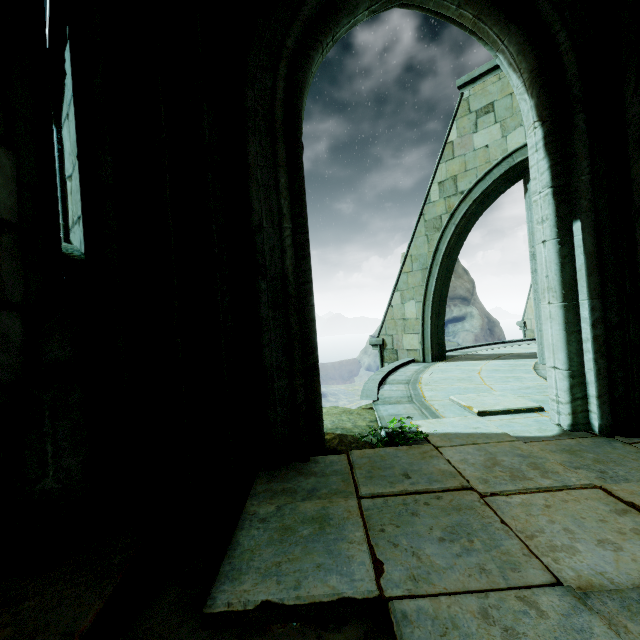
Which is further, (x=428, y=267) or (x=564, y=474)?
(x=428, y=267)

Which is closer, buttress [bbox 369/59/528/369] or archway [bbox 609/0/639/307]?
archway [bbox 609/0/639/307]

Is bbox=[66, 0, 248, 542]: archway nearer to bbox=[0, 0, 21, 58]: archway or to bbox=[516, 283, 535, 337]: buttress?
bbox=[0, 0, 21, 58]: archway

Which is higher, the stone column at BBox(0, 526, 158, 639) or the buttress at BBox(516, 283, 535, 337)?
the buttress at BBox(516, 283, 535, 337)

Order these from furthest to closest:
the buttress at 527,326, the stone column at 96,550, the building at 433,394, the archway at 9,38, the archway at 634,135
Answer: the buttress at 527,326 < the building at 433,394 < the archway at 634,135 < the archway at 9,38 < the stone column at 96,550

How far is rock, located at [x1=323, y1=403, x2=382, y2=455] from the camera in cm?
329

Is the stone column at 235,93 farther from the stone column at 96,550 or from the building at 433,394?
the stone column at 96,550

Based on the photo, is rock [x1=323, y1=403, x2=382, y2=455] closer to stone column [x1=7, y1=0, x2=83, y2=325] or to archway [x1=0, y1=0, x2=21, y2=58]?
stone column [x1=7, y1=0, x2=83, y2=325]
